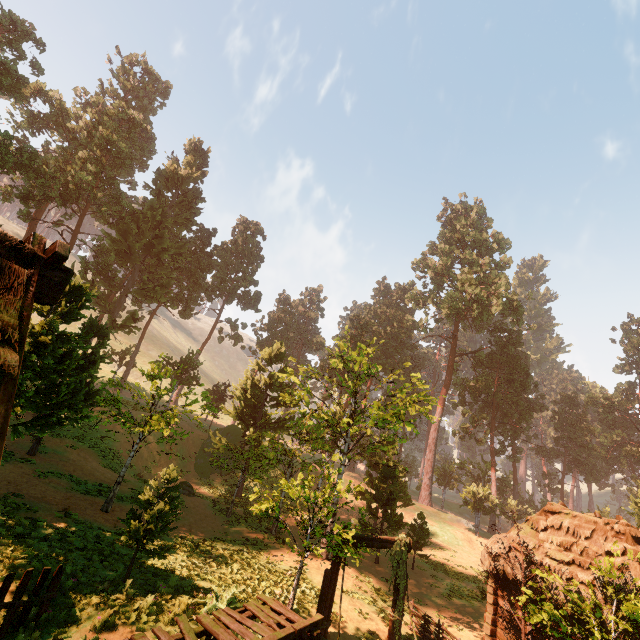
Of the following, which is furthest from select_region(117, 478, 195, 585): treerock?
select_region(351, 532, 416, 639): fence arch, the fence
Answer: the fence

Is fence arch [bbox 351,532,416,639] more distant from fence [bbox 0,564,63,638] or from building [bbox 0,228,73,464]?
fence [bbox 0,564,63,638]

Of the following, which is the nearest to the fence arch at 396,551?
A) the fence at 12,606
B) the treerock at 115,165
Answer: the treerock at 115,165

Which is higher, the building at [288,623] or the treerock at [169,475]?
the treerock at [169,475]

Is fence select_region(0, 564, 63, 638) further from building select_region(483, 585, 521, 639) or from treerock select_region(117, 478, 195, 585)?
treerock select_region(117, 478, 195, 585)

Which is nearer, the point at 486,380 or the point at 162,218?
→ the point at 162,218

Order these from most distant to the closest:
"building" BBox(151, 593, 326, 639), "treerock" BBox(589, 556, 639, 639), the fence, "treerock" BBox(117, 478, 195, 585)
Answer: "treerock" BBox(117, 478, 195, 585) → "treerock" BBox(589, 556, 639, 639) → the fence → "building" BBox(151, 593, 326, 639)

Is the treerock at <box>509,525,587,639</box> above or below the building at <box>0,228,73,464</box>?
below
